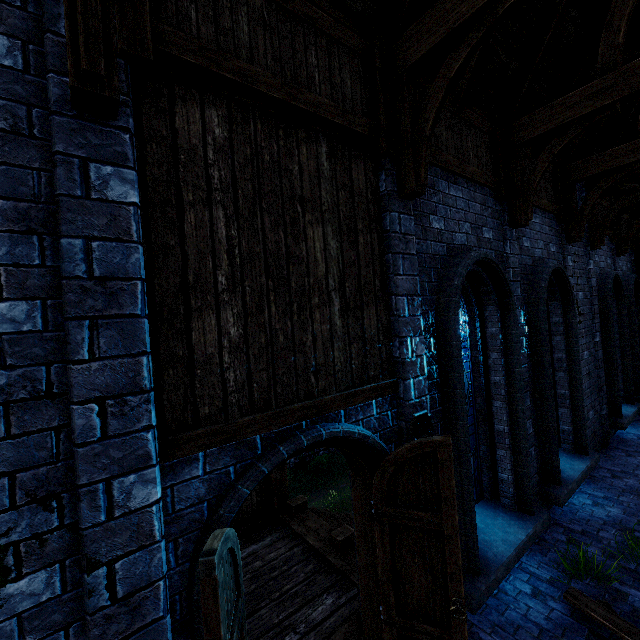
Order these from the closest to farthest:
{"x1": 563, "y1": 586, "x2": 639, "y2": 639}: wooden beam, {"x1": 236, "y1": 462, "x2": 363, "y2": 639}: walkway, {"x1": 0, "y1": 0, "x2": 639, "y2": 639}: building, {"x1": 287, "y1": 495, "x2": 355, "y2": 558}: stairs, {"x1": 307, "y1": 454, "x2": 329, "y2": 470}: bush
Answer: {"x1": 0, "y1": 0, "x2": 639, "y2": 639}: building, {"x1": 563, "y1": 586, "x2": 639, "y2": 639}: wooden beam, {"x1": 236, "y1": 462, "x2": 363, "y2": 639}: walkway, {"x1": 287, "y1": 495, "x2": 355, "y2": 558}: stairs, {"x1": 307, "y1": 454, "x2": 329, "y2": 470}: bush

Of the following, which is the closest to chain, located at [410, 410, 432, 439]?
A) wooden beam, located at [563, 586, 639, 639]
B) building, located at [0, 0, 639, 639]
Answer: building, located at [0, 0, 639, 639]

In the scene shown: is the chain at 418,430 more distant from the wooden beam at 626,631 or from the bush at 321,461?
the bush at 321,461

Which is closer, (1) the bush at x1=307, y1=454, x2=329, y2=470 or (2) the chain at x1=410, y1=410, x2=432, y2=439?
(2) the chain at x1=410, y1=410, x2=432, y2=439

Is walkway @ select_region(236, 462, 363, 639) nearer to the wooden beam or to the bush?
the wooden beam

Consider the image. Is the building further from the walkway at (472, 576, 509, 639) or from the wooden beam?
the wooden beam

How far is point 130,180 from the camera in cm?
209

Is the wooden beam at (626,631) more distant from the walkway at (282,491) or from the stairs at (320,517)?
the stairs at (320,517)
